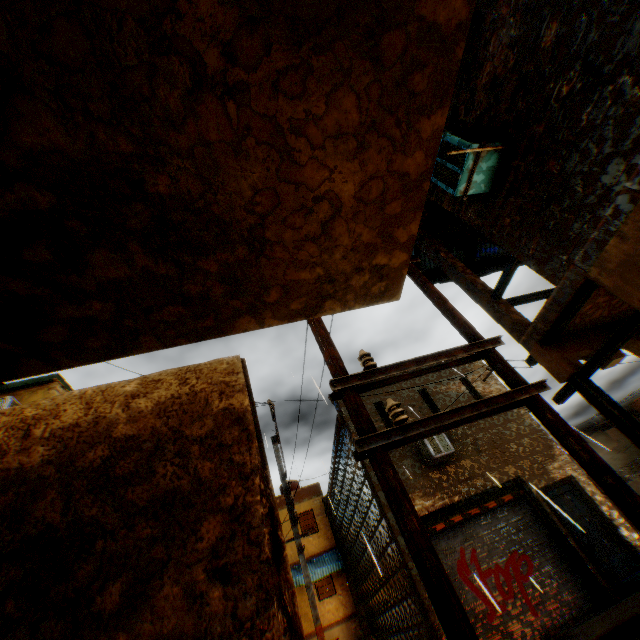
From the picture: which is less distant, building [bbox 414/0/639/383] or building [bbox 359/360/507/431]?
building [bbox 414/0/639/383]

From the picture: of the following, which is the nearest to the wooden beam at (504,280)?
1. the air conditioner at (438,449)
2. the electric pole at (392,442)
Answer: the electric pole at (392,442)

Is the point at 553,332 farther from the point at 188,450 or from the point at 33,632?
the point at 33,632

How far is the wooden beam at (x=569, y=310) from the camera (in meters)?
4.59

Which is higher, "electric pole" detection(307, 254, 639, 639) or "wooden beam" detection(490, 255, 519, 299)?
"wooden beam" detection(490, 255, 519, 299)

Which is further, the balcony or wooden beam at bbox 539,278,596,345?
wooden beam at bbox 539,278,596,345

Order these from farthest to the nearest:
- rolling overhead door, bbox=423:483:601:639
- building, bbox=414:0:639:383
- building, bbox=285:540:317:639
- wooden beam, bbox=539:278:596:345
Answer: building, bbox=285:540:317:639, rolling overhead door, bbox=423:483:601:639, wooden beam, bbox=539:278:596:345, building, bbox=414:0:639:383

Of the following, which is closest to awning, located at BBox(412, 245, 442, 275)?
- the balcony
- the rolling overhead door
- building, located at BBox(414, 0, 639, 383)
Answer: building, located at BBox(414, 0, 639, 383)
